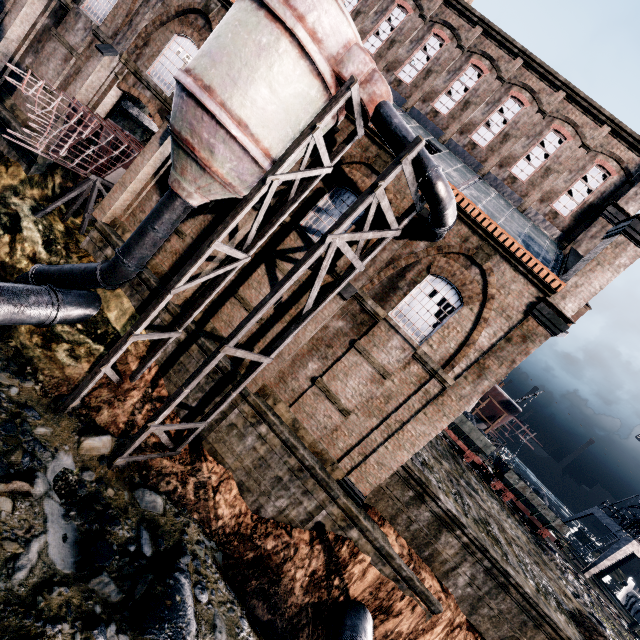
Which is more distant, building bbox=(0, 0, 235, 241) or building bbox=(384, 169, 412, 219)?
building bbox=(0, 0, 235, 241)

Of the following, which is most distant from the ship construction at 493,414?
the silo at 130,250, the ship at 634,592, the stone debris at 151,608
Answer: the stone debris at 151,608

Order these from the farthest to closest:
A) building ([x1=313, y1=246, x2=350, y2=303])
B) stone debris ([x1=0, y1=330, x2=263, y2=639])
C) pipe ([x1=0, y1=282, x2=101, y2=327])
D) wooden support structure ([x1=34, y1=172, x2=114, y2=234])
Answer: wooden support structure ([x1=34, y1=172, x2=114, y2=234]) < building ([x1=313, y1=246, x2=350, y2=303]) < pipe ([x1=0, y1=282, x2=101, y2=327]) < stone debris ([x1=0, y1=330, x2=263, y2=639])

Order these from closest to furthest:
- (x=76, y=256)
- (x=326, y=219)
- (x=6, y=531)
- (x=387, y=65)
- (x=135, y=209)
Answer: (x=6, y=531), (x=326, y=219), (x=76, y=256), (x=135, y=209), (x=387, y=65)

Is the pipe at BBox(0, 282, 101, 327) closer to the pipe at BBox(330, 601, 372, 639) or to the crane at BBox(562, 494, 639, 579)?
the pipe at BBox(330, 601, 372, 639)

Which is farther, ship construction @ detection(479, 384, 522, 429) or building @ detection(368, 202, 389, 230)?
ship construction @ detection(479, 384, 522, 429)

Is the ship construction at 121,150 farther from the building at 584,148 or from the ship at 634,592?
the ship at 634,592

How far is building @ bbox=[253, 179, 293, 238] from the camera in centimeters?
1501cm
